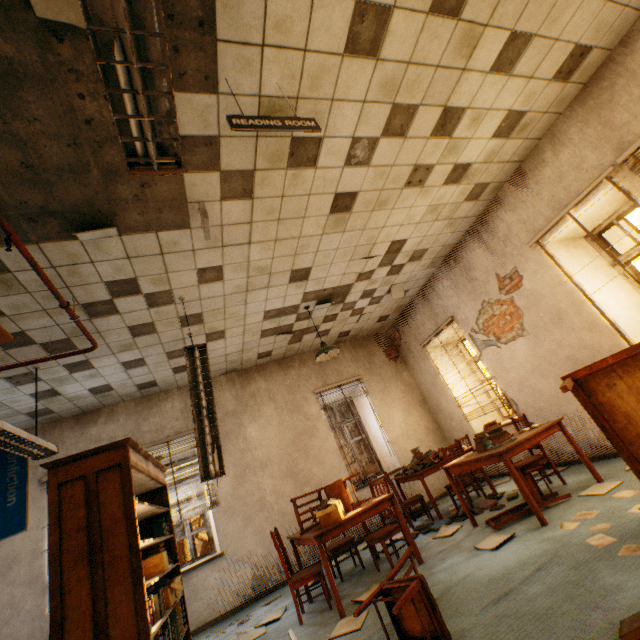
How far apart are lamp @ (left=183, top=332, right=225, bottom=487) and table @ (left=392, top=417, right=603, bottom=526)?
2.9m

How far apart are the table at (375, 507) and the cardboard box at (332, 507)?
0.0 meters

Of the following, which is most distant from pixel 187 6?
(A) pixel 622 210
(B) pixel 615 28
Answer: (A) pixel 622 210

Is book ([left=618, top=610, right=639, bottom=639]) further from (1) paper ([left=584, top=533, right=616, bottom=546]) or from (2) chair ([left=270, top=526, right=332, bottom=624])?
(2) chair ([left=270, top=526, right=332, bottom=624])

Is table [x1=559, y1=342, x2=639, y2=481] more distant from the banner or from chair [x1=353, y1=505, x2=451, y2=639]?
the banner

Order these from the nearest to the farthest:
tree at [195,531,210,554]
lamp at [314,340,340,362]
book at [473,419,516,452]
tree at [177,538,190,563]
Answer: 1. book at [473,419,516,452]
2. lamp at [314,340,340,362]
3. tree at [195,531,210,554]
4. tree at [177,538,190,563]

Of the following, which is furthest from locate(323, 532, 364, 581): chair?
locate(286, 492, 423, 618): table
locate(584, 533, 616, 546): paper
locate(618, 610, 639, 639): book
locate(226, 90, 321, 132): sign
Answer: locate(226, 90, 321, 132): sign

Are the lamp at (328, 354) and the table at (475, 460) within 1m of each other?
no
